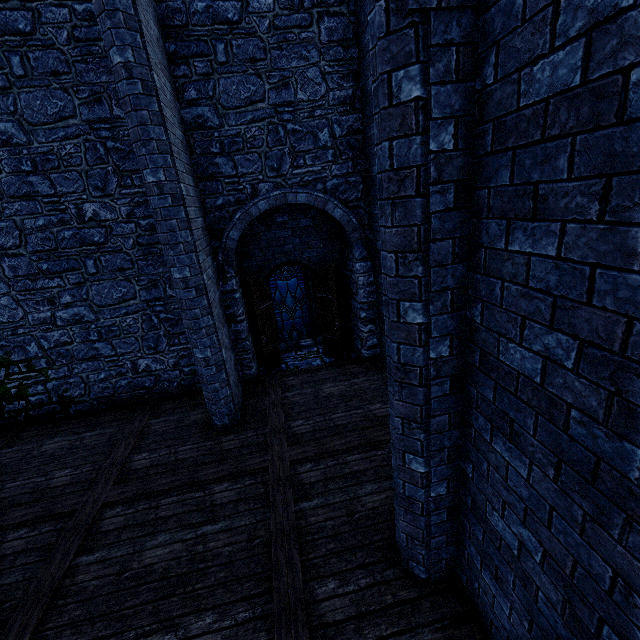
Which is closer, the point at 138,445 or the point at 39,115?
the point at 39,115

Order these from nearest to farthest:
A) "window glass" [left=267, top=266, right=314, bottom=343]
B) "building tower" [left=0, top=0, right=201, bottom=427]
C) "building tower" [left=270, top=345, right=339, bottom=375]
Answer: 1. "building tower" [left=0, top=0, right=201, bottom=427]
2. "building tower" [left=270, top=345, right=339, bottom=375]
3. "window glass" [left=267, top=266, right=314, bottom=343]

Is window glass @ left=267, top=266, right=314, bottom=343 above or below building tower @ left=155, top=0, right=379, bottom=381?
below

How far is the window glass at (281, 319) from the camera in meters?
10.5

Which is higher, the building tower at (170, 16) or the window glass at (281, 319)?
the building tower at (170, 16)

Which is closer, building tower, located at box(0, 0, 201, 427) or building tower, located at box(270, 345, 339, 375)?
building tower, located at box(0, 0, 201, 427)

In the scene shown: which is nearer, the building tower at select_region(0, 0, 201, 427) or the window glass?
the building tower at select_region(0, 0, 201, 427)

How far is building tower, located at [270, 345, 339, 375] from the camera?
8.6m
